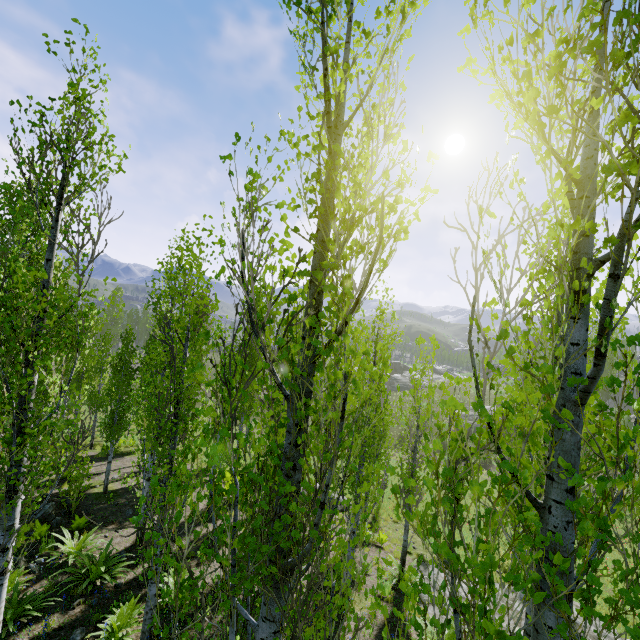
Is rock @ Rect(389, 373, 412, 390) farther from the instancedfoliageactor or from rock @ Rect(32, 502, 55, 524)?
rock @ Rect(32, 502, 55, 524)

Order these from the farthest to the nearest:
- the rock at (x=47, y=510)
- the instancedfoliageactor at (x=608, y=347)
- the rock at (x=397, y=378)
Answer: the rock at (x=397, y=378)
the rock at (x=47, y=510)
the instancedfoliageactor at (x=608, y=347)

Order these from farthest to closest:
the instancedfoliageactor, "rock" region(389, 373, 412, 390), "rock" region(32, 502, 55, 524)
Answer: "rock" region(389, 373, 412, 390), "rock" region(32, 502, 55, 524), the instancedfoliageactor

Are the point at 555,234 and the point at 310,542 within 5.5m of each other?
yes

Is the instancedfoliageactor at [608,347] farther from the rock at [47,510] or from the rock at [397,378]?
the rock at [397,378]

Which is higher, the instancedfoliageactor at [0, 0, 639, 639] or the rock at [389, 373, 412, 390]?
the instancedfoliageactor at [0, 0, 639, 639]
